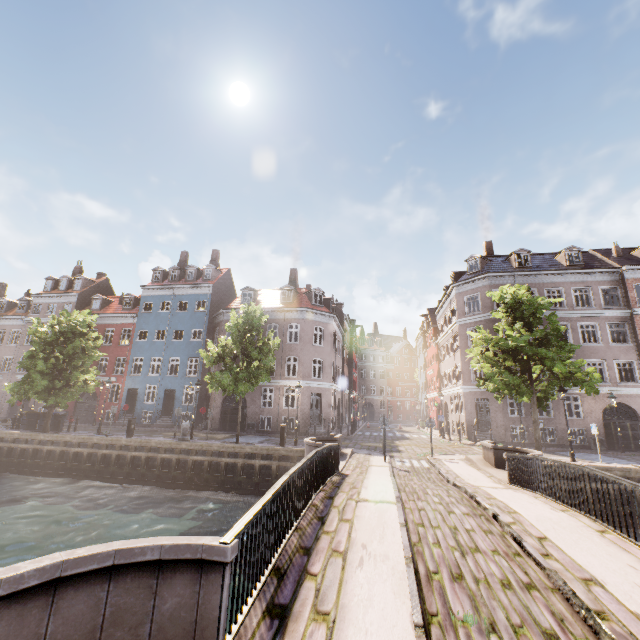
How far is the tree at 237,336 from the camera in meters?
18.8

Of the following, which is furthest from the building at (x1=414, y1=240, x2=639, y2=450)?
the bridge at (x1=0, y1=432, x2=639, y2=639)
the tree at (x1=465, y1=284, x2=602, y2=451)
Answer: the bridge at (x1=0, y1=432, x2=639, y2=639)

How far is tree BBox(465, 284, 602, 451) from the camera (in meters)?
15.82

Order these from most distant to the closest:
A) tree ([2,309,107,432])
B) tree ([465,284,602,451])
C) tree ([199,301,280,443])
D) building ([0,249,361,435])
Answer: building ([0,249,361,435]) → tree ([2,309,107,432]) → tree ([199,301,280,443]) → tree ([465,284,602,451])

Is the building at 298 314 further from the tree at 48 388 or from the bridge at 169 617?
the bridge at 169 617

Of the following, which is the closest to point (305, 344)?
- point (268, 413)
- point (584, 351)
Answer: point (268, 413)

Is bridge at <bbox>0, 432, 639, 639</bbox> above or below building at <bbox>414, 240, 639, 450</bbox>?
below
